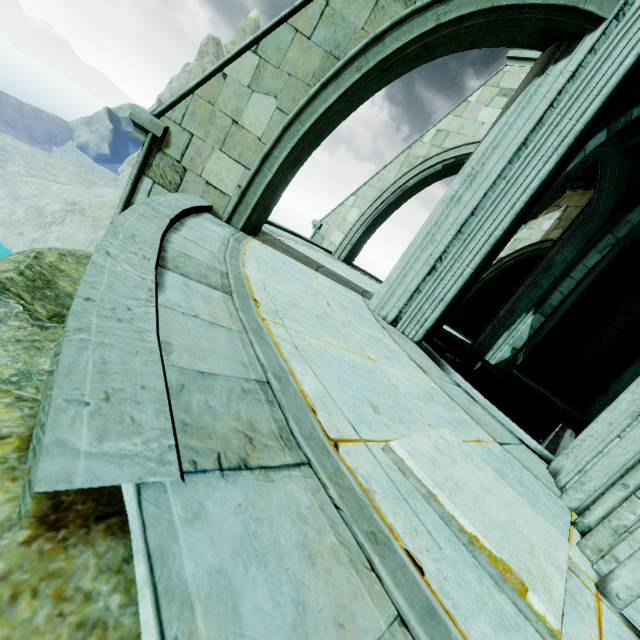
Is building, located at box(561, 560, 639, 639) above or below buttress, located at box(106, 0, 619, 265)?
below

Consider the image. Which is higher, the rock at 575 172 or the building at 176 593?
the rock at 575 172

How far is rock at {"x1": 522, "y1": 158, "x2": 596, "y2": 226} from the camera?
9.2m

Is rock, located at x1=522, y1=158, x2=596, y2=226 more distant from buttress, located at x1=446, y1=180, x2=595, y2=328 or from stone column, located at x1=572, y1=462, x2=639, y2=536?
stone column, located at x1=572, y1=462, x2=639, y2=536

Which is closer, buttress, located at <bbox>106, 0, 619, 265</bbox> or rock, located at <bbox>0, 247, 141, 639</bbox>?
rock, located at <bbox>0, 247, 141, 639</bbox>

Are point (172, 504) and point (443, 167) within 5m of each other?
no

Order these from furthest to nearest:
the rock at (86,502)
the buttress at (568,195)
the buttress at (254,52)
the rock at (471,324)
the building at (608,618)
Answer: the rock at (471,324) → the buttress at (568,195) → the buttress at (254,52) → the building at (608,618) → the rock at (86,502)

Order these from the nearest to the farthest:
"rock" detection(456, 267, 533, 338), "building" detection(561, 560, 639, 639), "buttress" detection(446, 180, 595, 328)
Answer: "building" detection(561, 560, 639, 639), "buttress" detection(446, 180, 595, 328), "rock" detection(456, 267, 533, 338)
